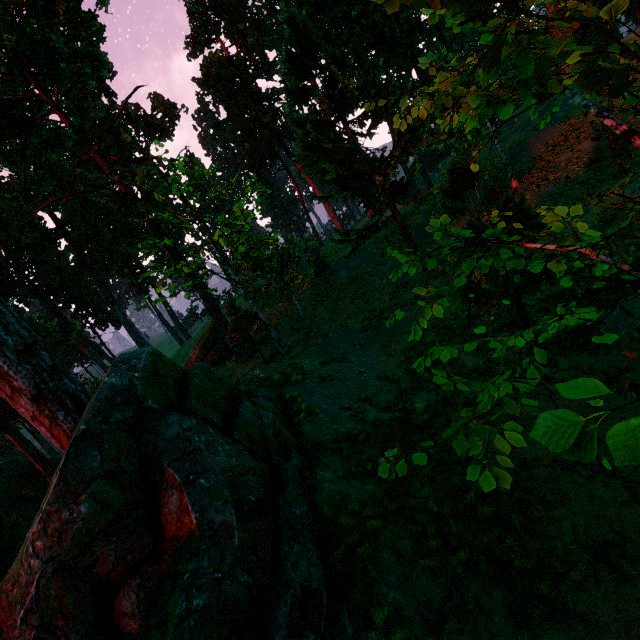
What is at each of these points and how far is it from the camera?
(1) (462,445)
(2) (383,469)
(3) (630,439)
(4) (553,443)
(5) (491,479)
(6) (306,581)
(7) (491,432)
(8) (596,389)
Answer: (1) treerock, 2.2m
(2) treerock, 2.3m
(3) treerock, 0.9m
(4) treerock, 1.0m
(5) treerock, 1.9m
(6) treerock, 4.9m
(7) treerock, 2.2m
(8) treerock, 1.0m

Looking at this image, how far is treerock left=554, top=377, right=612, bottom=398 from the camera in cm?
102

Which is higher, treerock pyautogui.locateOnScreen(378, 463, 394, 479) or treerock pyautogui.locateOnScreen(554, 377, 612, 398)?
treerock pyautogui.locateOnScreen(554, 377, 612, 398)

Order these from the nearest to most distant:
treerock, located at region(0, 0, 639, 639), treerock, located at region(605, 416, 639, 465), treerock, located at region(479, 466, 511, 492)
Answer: treerock, located at region(605, 416, 639, 465) → treerock, located at region(479, 466, 511, 492) → treerock, located at region(0, 0, 639, 639)

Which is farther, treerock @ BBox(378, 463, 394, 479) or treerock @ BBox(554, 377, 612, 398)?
treerock @ BBox(378, 463, 394, 479)

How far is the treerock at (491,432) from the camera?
2.0m

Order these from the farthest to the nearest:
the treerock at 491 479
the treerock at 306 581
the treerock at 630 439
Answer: the treerock at 306 581 → the treerock at 491 479 → the treerock at 630 439
